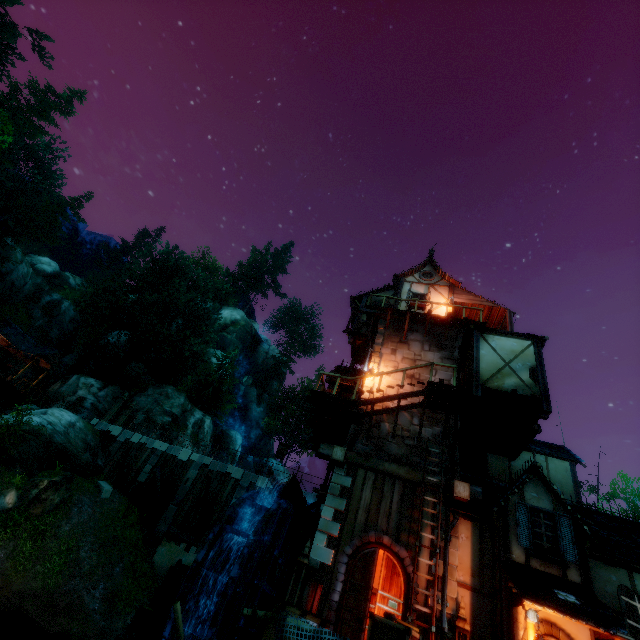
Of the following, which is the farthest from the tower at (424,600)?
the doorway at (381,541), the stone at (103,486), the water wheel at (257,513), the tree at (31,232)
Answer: the stone at (103,486)

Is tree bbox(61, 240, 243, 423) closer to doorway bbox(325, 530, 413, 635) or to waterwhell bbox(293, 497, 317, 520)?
doorway bbox(325, 530, 413, 635)

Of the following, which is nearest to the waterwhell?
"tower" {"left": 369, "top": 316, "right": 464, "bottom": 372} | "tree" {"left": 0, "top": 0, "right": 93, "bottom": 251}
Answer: "tower" {"left": 369, "top": 316, "right": 464, "bottom": 372}

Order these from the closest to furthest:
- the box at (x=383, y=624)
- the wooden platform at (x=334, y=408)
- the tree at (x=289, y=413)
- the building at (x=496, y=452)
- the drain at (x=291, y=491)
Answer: the box at (x=383, y=624) → the building at (x=496, y=452) → the wooden platform at (x=334, y=408) → the drain at (x=291, y=491) → the tree at (x=289, y=413)

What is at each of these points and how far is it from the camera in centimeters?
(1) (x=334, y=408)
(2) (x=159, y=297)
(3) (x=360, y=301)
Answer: (1) wooden platform, 1225cm
(2) tree, 3822cm
(3) building, 1966cm

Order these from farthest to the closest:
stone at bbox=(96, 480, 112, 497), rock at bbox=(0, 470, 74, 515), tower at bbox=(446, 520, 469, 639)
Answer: stone at bbox=(96, 480, 112, 497) → rock at bbox=(0, 470, 74, 515) → tower at bbox=(446, 520, 469, 639)

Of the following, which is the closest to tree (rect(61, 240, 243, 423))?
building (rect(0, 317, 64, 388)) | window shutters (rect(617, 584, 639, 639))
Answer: building (rect(0, 317, 64, 388))

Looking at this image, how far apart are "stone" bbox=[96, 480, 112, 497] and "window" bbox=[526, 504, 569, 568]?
21.34m
